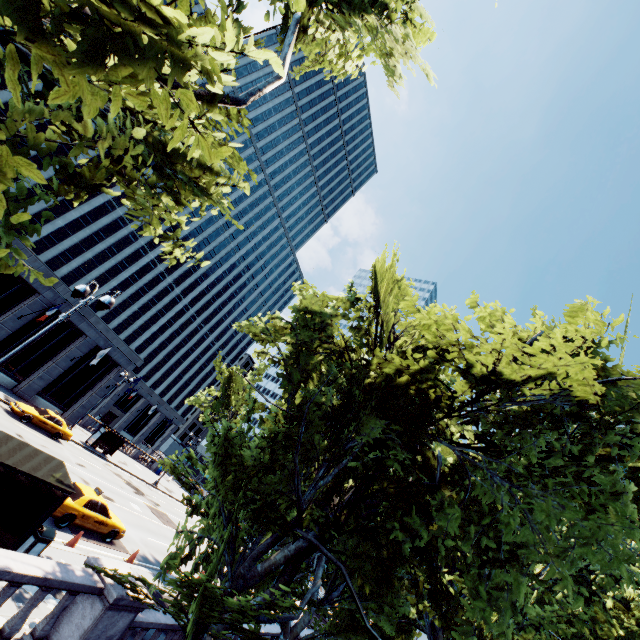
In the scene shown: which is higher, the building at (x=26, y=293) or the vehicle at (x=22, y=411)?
the building at (x=26, y=293)

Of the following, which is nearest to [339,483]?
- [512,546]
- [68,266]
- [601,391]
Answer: [512,546]

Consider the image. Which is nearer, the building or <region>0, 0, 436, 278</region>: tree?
<region>0, 0, 436, 278</region>: tree

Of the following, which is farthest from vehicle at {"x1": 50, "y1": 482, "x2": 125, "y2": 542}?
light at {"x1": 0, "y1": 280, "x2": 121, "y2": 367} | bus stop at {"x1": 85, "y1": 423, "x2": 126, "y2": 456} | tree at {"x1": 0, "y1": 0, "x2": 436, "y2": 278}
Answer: bus stop at {"x1": 85, "y1": 423, "x2": 126, "y2": 456}

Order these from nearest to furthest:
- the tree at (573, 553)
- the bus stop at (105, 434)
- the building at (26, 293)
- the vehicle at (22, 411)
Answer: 1. the tree at (573, 553)
2. the vehicle at (22, 411)
3. the building at (26, 293)
4. the bus stop at (105, 434)

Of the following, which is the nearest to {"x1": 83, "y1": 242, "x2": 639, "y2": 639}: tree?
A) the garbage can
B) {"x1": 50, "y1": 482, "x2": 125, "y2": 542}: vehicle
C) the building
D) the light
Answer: the light

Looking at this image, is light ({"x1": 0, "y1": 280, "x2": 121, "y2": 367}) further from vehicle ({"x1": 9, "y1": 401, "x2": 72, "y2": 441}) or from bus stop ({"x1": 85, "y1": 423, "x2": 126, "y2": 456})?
bus stop ({"x1": 85, "y1": 423, "x2": 126, "y2": 456})

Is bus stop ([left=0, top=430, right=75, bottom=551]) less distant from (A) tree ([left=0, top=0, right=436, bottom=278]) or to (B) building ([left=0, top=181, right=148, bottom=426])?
(A) tree ([left=0, top=0, right=436, bottom=278])
